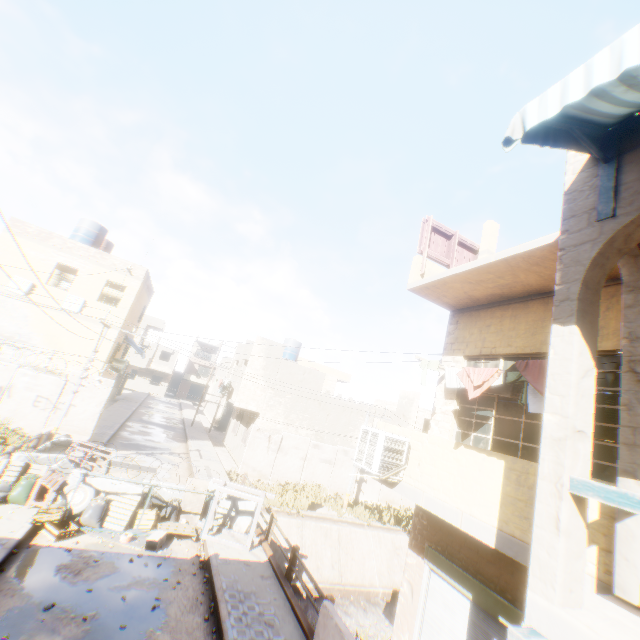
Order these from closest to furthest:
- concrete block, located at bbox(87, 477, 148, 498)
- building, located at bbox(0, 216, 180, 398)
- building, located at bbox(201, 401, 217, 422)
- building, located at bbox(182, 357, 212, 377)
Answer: concrete block, located at bbox(87, 477, 148, 498) → building, located at bbox(0, 216, 180, 398) → building, located at bbox(201, 401, 217, 422) → building, located at bbox(182, 357, 212, 377)

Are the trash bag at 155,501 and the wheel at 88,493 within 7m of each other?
yes

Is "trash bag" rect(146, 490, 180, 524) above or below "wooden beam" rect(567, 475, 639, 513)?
below

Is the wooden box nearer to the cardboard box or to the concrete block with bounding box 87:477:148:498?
the concrete block with bounding box 87:477:148:498

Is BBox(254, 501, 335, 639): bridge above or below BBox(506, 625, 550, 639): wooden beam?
below

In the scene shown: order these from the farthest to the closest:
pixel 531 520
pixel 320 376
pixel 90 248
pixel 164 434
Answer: pixel 164 434 < pixel 320 376 < pixel 90 248 < pixel 531 520

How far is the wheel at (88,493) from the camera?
9.99m

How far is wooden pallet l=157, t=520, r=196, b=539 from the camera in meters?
10.4
